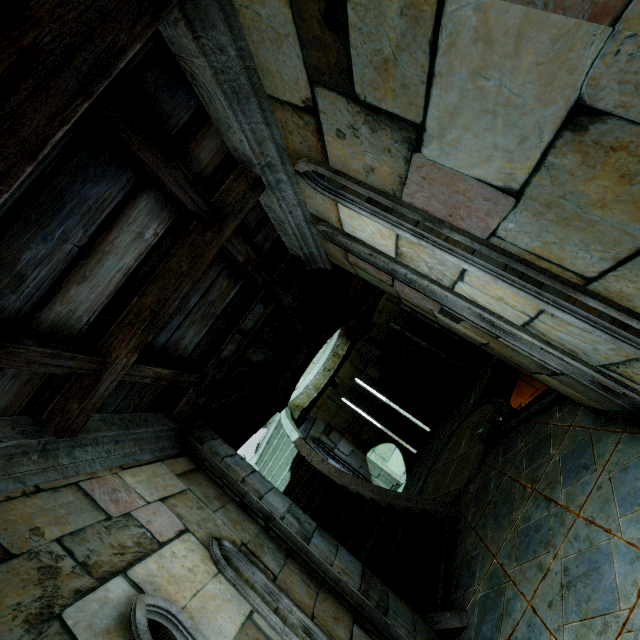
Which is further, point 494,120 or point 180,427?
point 180,427
